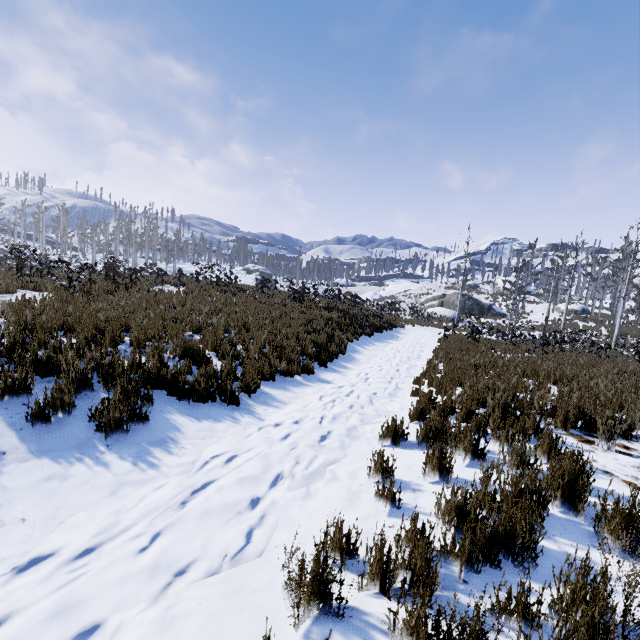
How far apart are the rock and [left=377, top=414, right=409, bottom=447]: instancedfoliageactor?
40.5 meters

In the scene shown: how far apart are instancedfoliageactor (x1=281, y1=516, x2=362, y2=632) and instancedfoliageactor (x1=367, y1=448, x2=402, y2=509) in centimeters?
96cm

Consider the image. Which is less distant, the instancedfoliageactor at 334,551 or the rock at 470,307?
the instancedfoliageactor at 334,551

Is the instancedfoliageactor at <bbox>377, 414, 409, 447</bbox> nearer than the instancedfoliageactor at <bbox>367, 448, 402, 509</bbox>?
No

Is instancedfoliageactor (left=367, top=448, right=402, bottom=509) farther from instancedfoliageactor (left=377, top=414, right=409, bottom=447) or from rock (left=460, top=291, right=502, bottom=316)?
rock (left=460, top=291, right=502, bottom=316)

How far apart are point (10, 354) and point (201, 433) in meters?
2.9

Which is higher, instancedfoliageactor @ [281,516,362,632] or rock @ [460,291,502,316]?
rock @ [460,291,502,316]

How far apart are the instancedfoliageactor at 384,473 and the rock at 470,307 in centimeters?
4168cm
